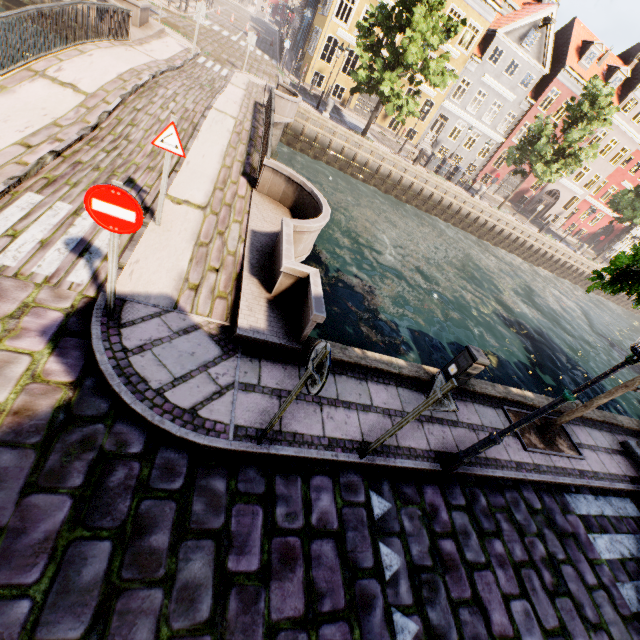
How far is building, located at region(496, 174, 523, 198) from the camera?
34.8 meters

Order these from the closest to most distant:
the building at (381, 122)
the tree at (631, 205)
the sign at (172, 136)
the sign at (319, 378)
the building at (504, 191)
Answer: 1. the sign at (319, 378)
2. the sign at (172, 136)
3. the tree at (631, 205)
4. the building at (381, 122)
5. the building at (504, 191)

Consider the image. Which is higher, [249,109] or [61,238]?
[249,109]

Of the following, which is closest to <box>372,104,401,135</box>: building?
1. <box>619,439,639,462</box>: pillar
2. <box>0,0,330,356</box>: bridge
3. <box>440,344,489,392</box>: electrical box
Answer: <box>0,0,330,356</box>: bridge

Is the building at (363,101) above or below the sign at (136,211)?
below

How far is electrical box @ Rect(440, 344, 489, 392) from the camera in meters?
5.6

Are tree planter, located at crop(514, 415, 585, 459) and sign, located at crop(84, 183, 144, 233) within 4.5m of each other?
no

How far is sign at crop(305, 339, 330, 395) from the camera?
2.87m
